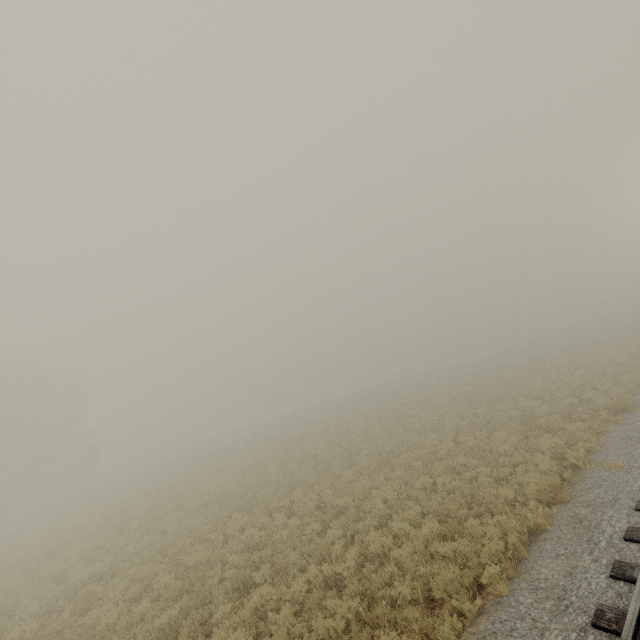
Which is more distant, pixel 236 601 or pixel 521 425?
pixel 521 425
